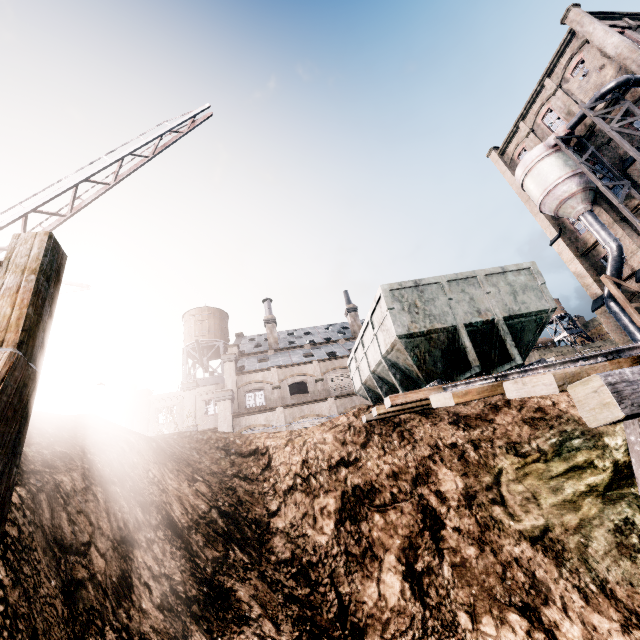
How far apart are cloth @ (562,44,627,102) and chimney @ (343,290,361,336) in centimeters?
3103cm

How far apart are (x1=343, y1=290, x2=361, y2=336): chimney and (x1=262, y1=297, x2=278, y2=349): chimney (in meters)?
9.47

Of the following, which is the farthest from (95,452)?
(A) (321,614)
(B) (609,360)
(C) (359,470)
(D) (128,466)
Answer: (B) (609,360)

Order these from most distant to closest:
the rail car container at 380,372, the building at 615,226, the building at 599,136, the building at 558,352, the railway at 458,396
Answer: the building at 558,352
the building at 615,226
the building at 599,136
the rail car container at 380,372
the railway at 458,396

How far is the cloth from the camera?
28.5m

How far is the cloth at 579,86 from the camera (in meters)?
28.55

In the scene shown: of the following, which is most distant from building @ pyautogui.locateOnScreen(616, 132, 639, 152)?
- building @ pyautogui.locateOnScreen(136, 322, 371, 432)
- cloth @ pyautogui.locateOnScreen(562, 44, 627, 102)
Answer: building @ pyautogui.locateOnScreen(136, 322, 371, 432)

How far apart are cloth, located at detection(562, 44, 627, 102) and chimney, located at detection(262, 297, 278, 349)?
39.47m
